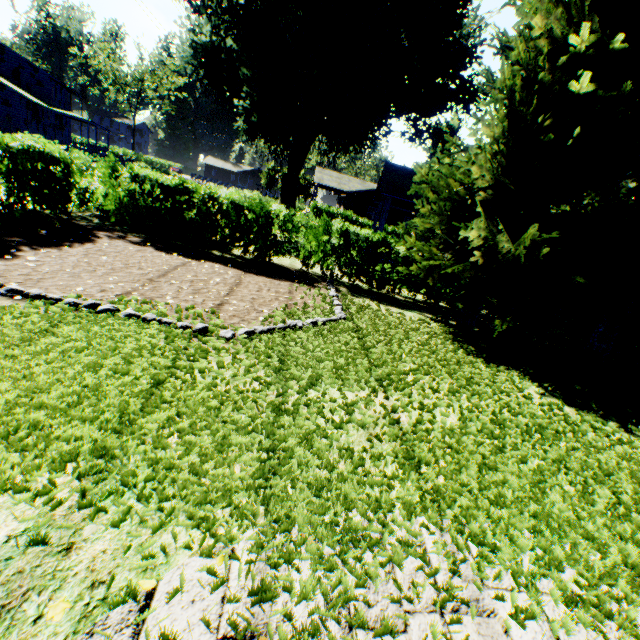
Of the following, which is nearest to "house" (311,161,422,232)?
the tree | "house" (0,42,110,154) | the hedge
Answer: the tree

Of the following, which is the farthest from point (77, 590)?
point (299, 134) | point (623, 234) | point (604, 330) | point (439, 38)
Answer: point (439, 38)

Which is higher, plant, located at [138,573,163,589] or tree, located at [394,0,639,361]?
tree, located at [394,0,639,361]

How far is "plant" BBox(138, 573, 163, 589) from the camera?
1.8m

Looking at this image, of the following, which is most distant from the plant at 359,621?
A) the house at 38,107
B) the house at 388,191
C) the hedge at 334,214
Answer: the house at 388,191

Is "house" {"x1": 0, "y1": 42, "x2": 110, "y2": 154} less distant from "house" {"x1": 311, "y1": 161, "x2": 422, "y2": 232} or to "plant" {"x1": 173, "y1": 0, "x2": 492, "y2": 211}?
"plant" {"x1": 173, "y1": 0, "x2": 492, "y2": 211}

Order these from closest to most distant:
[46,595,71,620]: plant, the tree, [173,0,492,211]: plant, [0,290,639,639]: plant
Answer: [46,595,71,620]: plant, [0,290,639,639]: plant, the tree, [173,0,492,211]: plant
